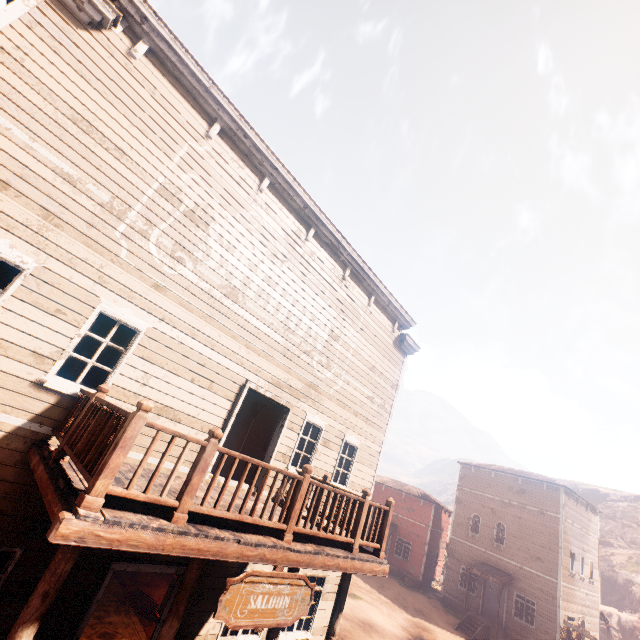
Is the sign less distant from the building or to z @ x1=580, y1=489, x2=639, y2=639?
the building

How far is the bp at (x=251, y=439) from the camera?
9.2m

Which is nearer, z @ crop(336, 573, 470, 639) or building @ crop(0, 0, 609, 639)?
building @ crop(0, 0, 609, 639)

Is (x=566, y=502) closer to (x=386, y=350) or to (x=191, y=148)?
(x=386, y=350)

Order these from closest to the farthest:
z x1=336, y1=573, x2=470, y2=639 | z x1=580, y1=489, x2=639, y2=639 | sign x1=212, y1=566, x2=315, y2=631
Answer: sign x1=212, y1=566, x2=315, y2=631 → z x1=336, y1=573, x2=470, y2=639 → z x1=580, y1=489, x2=639, y2=639

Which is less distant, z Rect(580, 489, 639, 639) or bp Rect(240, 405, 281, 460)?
bp Rect(240, 405, 281, 460)

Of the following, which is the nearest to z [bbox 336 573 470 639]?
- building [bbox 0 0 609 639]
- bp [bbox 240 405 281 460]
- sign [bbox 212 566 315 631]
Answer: building [bbox 0 0 609 639]

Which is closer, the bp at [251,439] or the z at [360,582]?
the bp at [251,439]
